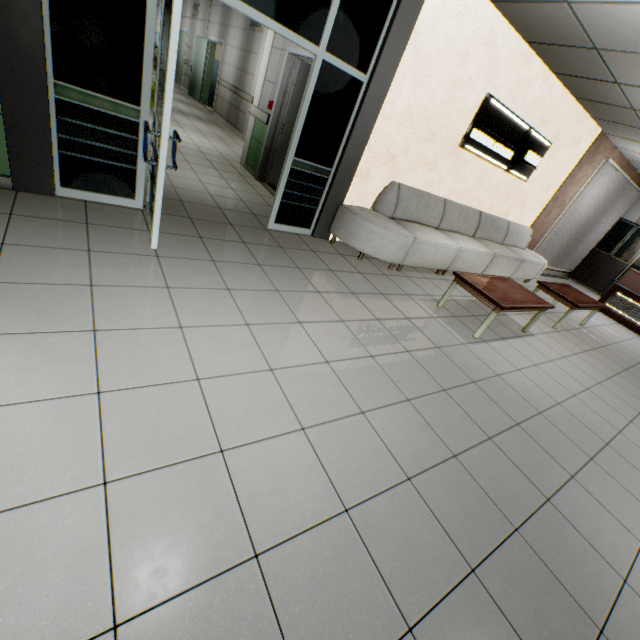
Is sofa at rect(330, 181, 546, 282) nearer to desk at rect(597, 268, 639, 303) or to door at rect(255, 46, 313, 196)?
door at rect(255, 46, 313, 196)

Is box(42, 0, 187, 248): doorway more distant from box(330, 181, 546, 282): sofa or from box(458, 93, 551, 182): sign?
box(458, 93, 551, 182): sign

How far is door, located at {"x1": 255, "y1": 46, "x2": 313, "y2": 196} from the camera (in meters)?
5.36

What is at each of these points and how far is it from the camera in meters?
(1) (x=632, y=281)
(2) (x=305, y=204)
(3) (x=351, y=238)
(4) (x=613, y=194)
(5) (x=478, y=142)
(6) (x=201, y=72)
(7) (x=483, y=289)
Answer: (1) desk, 7.7 m
(2) doorway, 4.5 m
(3) sofa, 4.6 m
(4) blinds, 8.8 m
(5) sign, 5.2 m
(6) door, 12.3 m
(7) table, 3.9 m

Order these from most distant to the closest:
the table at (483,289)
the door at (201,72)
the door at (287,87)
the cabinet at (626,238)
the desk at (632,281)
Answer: the door at (201,72)
the cabinet at (626,238)
the desk at (632,281)
the door at (287,87)
the table at (483,289)

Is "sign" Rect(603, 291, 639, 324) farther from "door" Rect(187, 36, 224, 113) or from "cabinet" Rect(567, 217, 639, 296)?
"door" Rect(187, 36, 224, 113)

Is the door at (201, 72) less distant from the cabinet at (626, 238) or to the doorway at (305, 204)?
the doorway at (305, 204)

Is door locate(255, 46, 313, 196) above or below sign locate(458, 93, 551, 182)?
below
